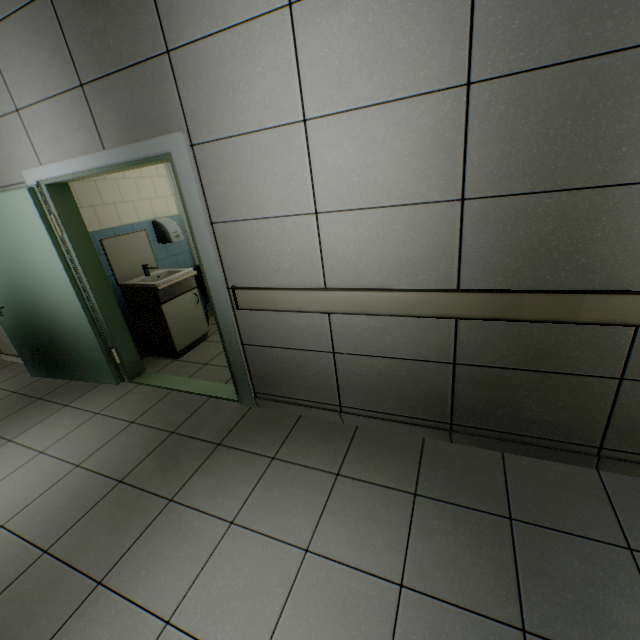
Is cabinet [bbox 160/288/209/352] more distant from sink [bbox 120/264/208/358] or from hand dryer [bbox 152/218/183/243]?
hand dryer [bbox 152/218/183/243]

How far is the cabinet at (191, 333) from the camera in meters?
3.8

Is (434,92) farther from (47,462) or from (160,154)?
(47,462)

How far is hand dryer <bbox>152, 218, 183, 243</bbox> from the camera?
4.1m

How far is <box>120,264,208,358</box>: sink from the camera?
3.6 meters

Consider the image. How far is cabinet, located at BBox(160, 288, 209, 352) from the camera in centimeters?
378cm

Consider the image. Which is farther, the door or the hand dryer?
the hand dryer

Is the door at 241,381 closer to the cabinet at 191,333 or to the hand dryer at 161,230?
the cabinet at 191,333
